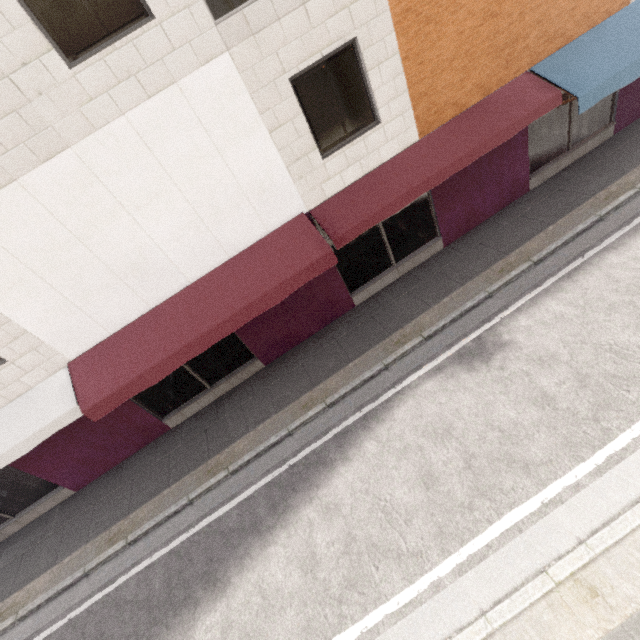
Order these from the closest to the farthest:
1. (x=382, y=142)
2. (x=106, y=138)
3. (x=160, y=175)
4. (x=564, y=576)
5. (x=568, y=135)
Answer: (x=564, y=576), (x=106, y=138), (x=160, y=175), (x=382, y=142), (x=568, y=135)
